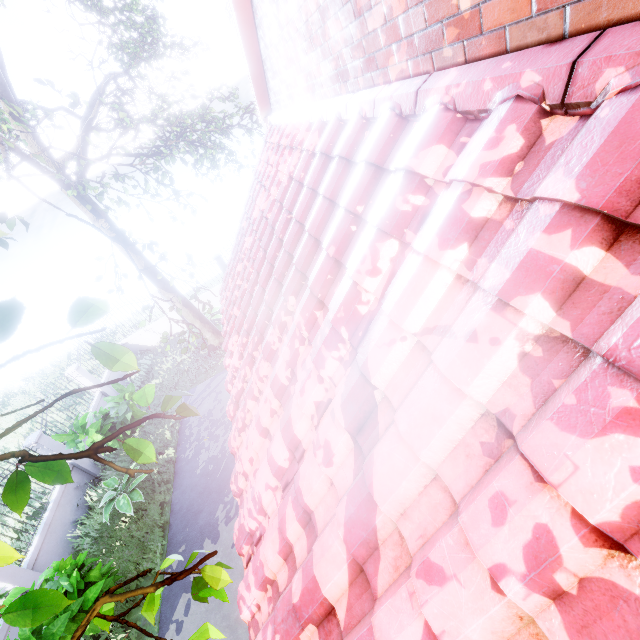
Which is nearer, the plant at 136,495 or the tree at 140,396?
the tree at 140,396

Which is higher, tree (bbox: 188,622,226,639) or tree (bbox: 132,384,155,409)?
tree (bbox: 132,384,155,409)

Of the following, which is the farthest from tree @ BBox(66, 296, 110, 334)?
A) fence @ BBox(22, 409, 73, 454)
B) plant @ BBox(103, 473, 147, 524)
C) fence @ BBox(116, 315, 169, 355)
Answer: fence @ BBox(116, 315, 169, 355)

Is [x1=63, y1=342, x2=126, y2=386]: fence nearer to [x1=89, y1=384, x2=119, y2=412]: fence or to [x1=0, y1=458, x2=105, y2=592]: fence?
[x1=89, y1=384, x2=119, y2=412]: fence

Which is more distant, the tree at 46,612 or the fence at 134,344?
the fence at 134,344

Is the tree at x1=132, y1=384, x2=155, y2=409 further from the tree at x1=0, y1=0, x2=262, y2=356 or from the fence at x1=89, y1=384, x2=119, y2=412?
the fence at x1=89, y1=384, x2=119, y2=412

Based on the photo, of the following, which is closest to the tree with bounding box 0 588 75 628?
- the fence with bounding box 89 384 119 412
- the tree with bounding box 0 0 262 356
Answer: the tree with bounding box 0 0 262 356

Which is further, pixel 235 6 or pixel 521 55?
pixel 235 6
